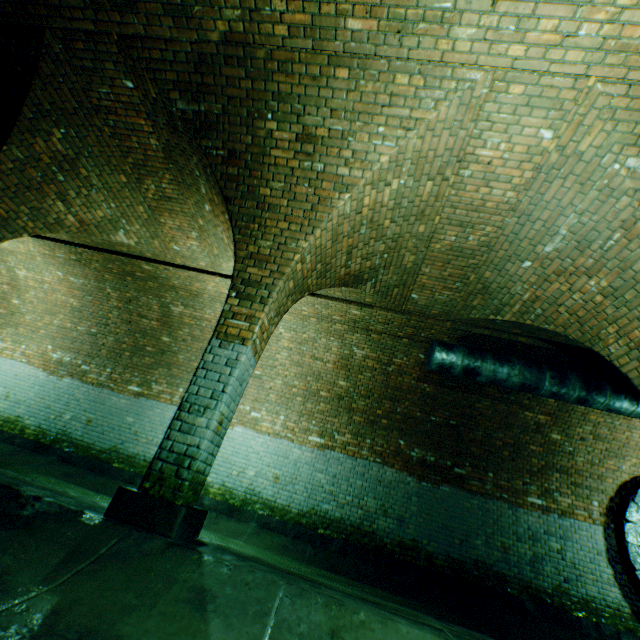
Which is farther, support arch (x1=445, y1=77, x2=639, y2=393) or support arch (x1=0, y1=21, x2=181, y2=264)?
support arch (x1=0, y1=21, x2=181, y2=264)

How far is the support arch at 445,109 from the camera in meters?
A: 3.1

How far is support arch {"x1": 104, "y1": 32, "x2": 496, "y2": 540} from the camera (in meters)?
3.14

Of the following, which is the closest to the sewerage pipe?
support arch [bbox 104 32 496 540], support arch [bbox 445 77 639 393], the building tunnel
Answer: the building tunnel

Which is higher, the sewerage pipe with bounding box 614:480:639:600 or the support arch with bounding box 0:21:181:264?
the support arch with bounding box 0:21:181:264

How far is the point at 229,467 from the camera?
7.5 meters

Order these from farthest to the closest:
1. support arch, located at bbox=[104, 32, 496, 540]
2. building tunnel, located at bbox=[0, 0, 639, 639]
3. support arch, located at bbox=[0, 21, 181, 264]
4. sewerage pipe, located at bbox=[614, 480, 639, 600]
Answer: sewerage pipe, located at bbox=[614, 480, 639, 600] < support arch, located at bbox=[0, 21, 181, 264] < support arch, located at bbox=[104, 32, 496, 540] < building tunnel, located at bbox=[0, 0, 639, 639]

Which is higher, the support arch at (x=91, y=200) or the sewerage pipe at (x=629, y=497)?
the support arch at (x=91, y=200)
